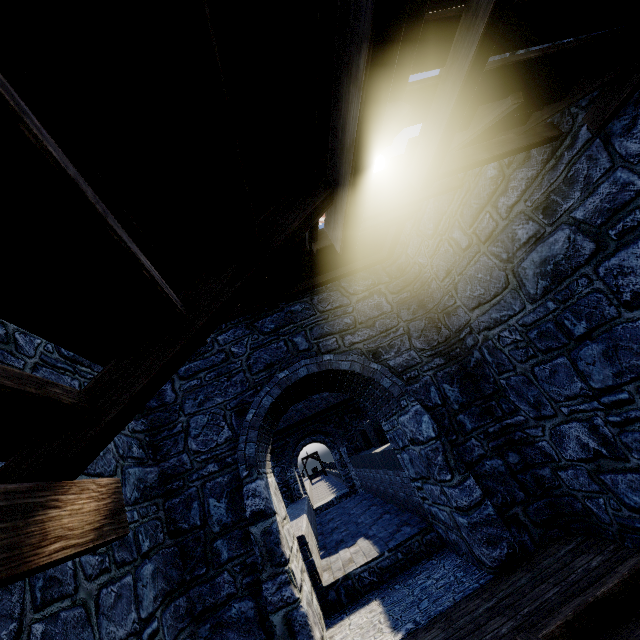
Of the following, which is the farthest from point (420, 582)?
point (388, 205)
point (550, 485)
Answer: point (388, 205)
